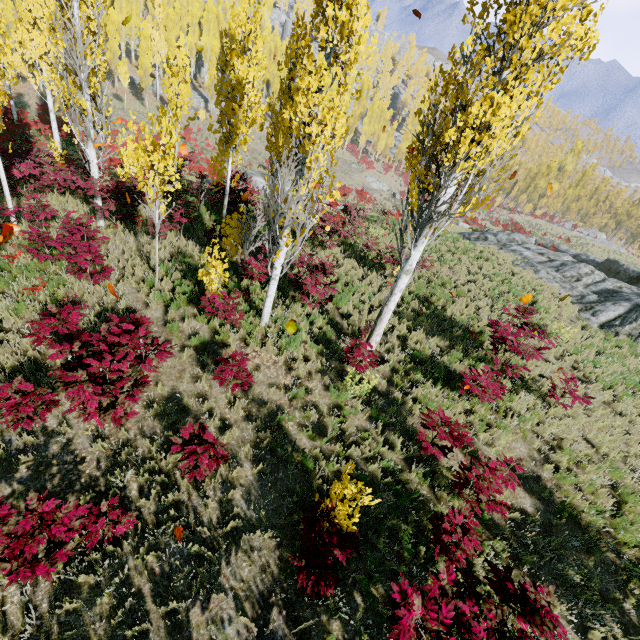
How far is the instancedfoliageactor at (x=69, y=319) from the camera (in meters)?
4.81

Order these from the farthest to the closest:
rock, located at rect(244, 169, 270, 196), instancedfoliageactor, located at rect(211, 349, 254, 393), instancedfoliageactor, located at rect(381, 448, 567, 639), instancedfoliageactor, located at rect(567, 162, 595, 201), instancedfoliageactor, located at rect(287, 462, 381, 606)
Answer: instancedfoliageactor, located at rect(567, 162, 595, 201) → rock, located at rect(244, 169, 270, 196) → instancedfoliageactor, located at rect(211, 349, 254, 393) → instancedfoliageactor, located at rect(287, 462, 381, 606) → instancedfoliageactor, located at rect(381, 448, 567, 639)

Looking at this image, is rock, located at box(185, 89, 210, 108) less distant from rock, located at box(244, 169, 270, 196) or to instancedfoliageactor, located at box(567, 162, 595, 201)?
instancedfoliageactor, located at box(567, 162, 595, 201)

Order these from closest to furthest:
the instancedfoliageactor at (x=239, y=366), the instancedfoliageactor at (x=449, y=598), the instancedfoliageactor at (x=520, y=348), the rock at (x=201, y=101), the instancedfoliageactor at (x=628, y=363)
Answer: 1. the instancedfoliageactor at (x=449, y=598)
2. the instancedfoliageactor at (x=239, y=366)
3. the instancedfoliageactor at (x=520, y=348)
4. the instancedfoliageactor at (x=628, y=363)
5. the rock at (x=201, y=101)

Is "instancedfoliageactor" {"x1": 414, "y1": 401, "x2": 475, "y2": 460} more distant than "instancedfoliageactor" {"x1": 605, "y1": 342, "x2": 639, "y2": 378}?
No

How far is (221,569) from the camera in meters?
4.7 m

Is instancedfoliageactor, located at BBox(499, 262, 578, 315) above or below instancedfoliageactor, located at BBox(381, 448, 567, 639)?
above
